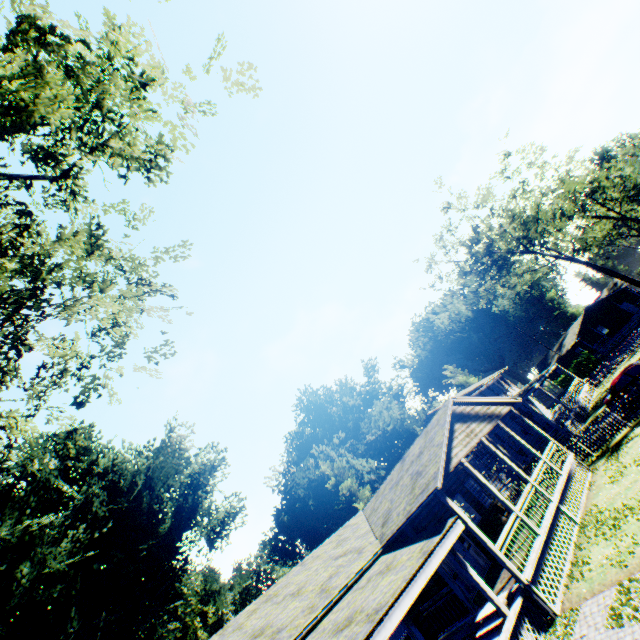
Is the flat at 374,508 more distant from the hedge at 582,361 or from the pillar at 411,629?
the hedge at 582,361

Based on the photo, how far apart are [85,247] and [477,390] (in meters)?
37.98

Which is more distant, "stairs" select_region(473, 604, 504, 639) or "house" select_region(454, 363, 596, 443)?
"house" select_region(454, 363, 596, 443)

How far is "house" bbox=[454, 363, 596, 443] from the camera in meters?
25.8

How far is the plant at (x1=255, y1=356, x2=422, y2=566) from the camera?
41.9 meters

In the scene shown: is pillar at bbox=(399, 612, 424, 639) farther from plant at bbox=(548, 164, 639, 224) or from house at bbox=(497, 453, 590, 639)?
plant at bbox=(548, 164, 639, 224)

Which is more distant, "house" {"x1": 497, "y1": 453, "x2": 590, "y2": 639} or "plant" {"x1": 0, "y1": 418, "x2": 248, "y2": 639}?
"plant" {"x1": 0, "y1": 418, "x2": 248, "y2": 639}

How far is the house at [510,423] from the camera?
29.47m
